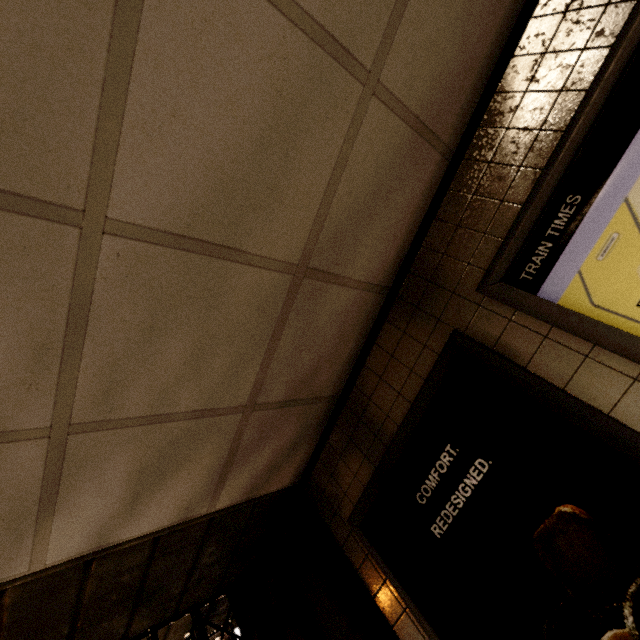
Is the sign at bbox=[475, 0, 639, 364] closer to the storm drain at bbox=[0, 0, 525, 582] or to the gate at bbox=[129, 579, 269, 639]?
the storm drain at bbox=[0, 0, 525, 582]

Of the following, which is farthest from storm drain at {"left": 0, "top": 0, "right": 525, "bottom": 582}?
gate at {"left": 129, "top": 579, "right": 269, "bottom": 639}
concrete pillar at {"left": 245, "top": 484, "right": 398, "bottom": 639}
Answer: gate at {"left": 129, "top": 579, "right": 269, "bottom": 639}

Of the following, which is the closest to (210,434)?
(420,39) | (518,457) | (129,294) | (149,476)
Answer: (149,476)

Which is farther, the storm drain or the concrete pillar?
the concrete pillar

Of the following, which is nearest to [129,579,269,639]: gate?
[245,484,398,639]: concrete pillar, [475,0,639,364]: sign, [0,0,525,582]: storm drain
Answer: [245,484,398,639]: concrete pillar

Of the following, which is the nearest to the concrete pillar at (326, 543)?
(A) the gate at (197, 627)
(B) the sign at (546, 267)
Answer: (A) the gate at (197, 627)

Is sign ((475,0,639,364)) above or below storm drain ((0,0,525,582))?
below

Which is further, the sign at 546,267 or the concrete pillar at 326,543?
the concrete pillar at 326,543
